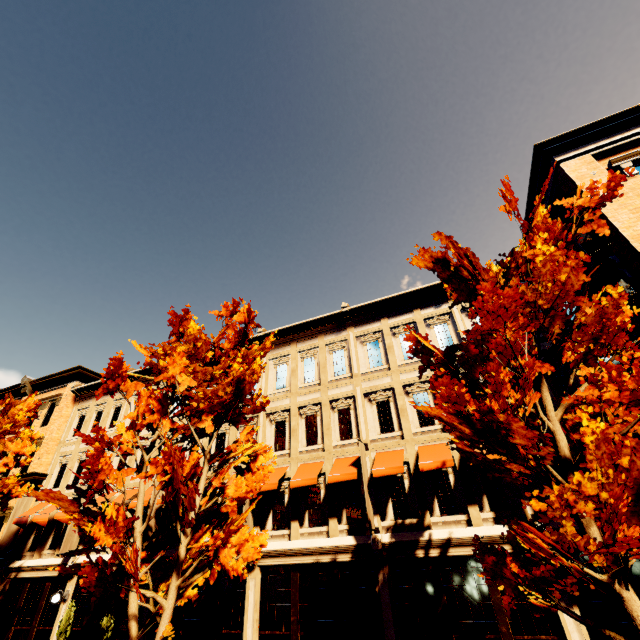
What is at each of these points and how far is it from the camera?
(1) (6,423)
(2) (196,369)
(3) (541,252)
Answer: (1) tree, 13.52m
(2) tree, 10.16m
(3) tree, 6.37m

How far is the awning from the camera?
16.94m

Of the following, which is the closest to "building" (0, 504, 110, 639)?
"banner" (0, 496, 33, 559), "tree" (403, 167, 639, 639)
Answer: "banner" (0, 496, 33, 559)

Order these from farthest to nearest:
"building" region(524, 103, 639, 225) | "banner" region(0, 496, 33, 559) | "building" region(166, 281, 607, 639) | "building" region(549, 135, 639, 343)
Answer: "banner" region(0, 496, 33, 559) → "building" region(524, 103, 639, 225) → "building" region(166, 281, 607, 639) → "building" region(549, 135, 639, 343)

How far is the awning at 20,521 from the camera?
16.9 meters

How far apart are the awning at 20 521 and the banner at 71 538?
3.4m
